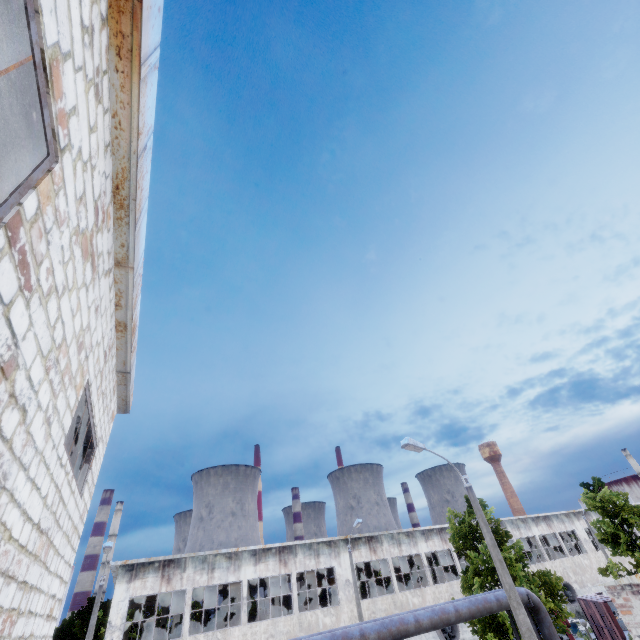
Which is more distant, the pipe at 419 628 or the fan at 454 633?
the fan at 454 633

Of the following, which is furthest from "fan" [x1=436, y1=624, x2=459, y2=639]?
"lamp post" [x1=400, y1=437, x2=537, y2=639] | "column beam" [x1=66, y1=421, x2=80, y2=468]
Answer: "column beam" [x1=66, y1=421, x2=80, y2=468]

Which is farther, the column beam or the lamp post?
the lamp post

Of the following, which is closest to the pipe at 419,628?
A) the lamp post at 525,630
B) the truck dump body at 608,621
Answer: the lamp post at 525,630

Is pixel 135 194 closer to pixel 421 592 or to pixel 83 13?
pixel 83 13

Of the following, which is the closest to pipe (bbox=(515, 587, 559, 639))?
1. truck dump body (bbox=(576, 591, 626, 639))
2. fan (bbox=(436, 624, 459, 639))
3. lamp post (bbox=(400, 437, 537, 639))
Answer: lamp post (bbox=(400, 437, 537, 639))

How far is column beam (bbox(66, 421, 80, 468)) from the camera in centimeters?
709cm

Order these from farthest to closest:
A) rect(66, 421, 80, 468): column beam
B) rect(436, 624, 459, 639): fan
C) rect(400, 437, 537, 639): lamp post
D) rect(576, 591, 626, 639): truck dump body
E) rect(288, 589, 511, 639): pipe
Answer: rect(436, 624, 459, 639): fan → rect(576, 591, 626, 639): truck dump body → rect(288, 589, 511, 639): pipe → rect(400, 437, 537, 639): lamp post → rect(66, 421, 80, 468): column beam
